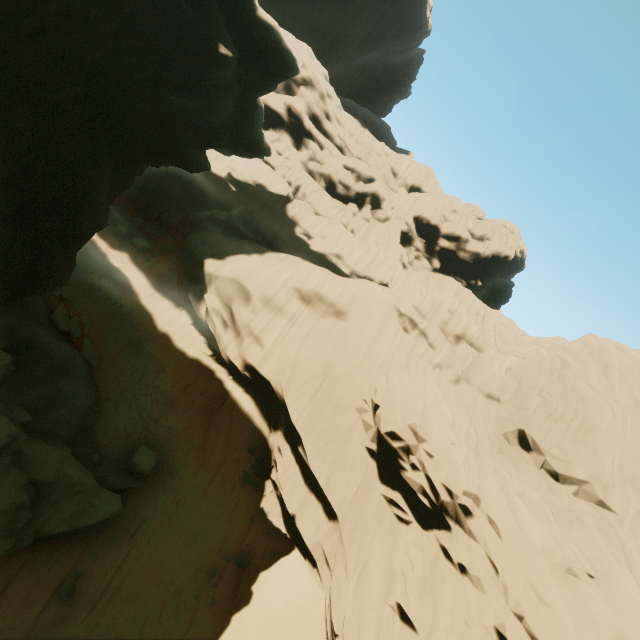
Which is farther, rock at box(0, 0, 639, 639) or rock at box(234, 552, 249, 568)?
rock at box(234, 552, 249, 568)

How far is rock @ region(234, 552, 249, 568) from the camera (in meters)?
16.31

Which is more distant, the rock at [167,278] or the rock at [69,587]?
the rock at [167,278]

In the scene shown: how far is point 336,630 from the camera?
13.62m

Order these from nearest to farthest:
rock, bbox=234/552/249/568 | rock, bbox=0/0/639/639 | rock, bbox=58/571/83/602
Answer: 1. rock, bbox=0/0/639/639
2. rock, bbox=58/571/83/602
3. rock, bbox=234/552/249/568

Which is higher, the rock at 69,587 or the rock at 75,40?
the rock at 75,40

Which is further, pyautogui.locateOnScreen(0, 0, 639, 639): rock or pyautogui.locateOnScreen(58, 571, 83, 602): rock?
pyautogui.locateOnScreen(58, 571, 83, 602): rock

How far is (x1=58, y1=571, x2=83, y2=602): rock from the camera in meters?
11.8 m
